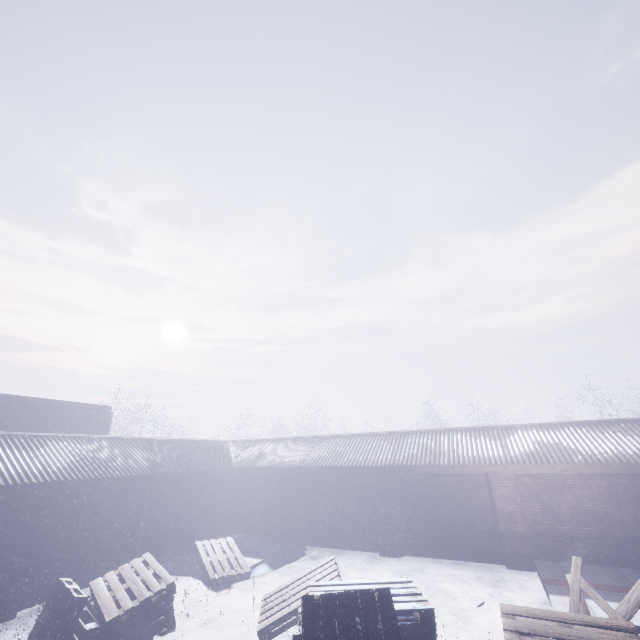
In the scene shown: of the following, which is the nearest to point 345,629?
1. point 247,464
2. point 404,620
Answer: point 404,620

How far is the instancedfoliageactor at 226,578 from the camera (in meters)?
7.32

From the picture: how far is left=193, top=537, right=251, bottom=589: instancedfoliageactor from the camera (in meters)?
7.32

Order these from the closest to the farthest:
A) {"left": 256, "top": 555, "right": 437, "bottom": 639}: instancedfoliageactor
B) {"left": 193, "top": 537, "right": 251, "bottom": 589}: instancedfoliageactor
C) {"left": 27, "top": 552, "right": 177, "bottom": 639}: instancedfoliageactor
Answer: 1. {"left": 256, "top": 555, "right": 437, "bottom": 639}: instancedfoliageactor
2. {"left": 27, "top": 552, "right": 177, "bottom": 639}: instancedfoliageactor
3. {"left": 193, "top": 537, "right": 251, "bottom": 589}: instancedfoliageactor

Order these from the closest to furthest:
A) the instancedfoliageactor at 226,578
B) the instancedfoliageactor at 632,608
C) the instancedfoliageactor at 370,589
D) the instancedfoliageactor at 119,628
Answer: the instancedfoliageactor at 370,589
the instancedfoliageactor at 632,608
the instancedfoliageactor at 119,628
the instancedfoliageactor at 226,578

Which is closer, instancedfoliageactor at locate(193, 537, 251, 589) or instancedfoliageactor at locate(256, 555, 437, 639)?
instancedfoliageactor at locate(256, 555, 437, 639)
